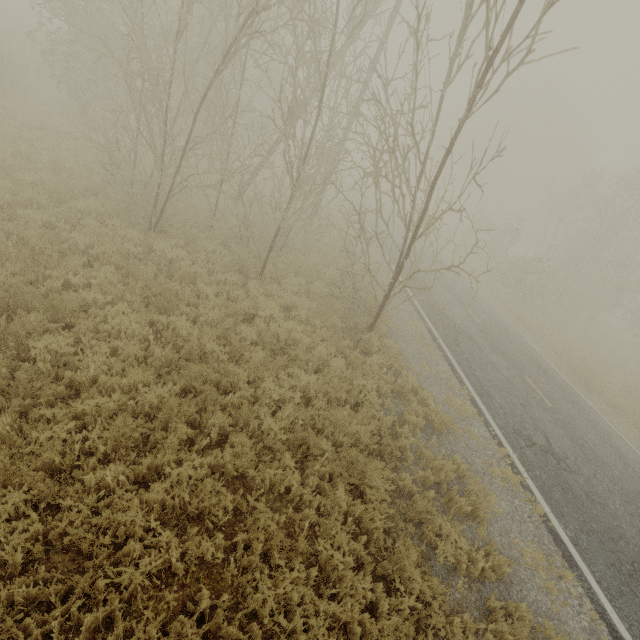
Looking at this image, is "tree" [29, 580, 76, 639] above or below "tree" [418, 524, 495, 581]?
below

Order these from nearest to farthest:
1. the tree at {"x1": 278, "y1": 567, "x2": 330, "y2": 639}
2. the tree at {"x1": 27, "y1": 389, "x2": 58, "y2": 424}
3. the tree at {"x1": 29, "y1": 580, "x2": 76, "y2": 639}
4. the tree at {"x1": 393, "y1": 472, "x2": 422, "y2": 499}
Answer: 1. the tree at {"x1": 29, "y1": 580, "x2": 76, "y2": 639}
2. the tree at {"x1": 278, "y1": 567, "x2": 330, "y2": 639}
3. the tree at {"x1": 27, "y1": 389, "x2": 58, "y2": 424}
4. the tree at {"x1": 393, "y1": 472, "x2": 422, "y2": 499}

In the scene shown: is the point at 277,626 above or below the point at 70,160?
below

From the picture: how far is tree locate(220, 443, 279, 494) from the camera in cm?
504

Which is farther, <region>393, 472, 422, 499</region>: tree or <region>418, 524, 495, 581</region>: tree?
<region>393, 472, 422, 499</region>: tree

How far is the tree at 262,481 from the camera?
5.04m
